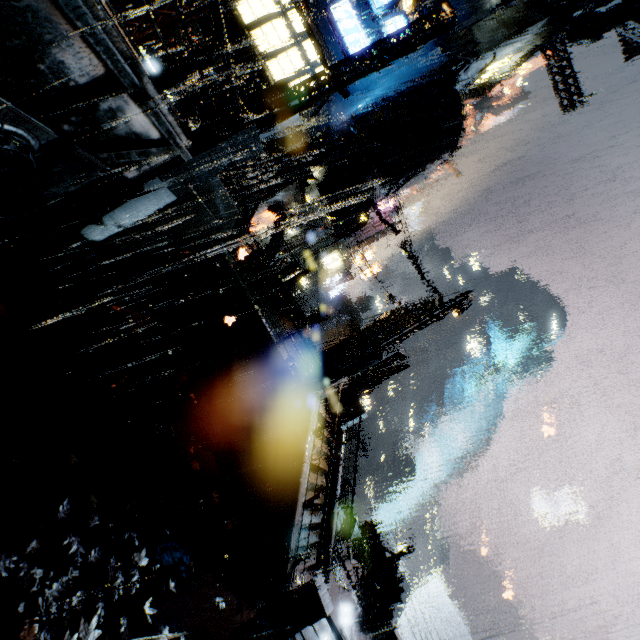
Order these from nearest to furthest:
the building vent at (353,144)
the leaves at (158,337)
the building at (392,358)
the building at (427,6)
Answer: the leaves at (158,337), the building at (392,358), the building at (427,6), the building vent at (353,144)

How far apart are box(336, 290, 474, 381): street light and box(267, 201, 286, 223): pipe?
11.7 meters

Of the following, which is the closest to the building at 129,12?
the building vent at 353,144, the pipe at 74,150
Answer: the building vent at 353,144

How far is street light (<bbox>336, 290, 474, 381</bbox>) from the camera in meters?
11.7 m

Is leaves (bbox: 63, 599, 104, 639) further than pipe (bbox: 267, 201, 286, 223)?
No

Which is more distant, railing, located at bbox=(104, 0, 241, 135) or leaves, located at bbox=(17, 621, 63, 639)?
railing, located at bbox=(104, 0, 241, 135)

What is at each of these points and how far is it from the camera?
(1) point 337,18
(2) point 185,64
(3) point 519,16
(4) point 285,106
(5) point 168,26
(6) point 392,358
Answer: (1) sign, 17.5m
(2) railing, 5.1m
(3) building, 18.9m
(4) street light, 7.6m
(5) building, 8.5m
(6) building, 17.4m

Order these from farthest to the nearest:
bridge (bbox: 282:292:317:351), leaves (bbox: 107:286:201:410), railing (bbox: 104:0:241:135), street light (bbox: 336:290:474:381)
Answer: bridge (bbox: 282:292:317:351) < street light (bbox: 336:290:474:381) < leaves (bbox: 107:286:201:410) < railing (bbox: 104:0:241:135)
